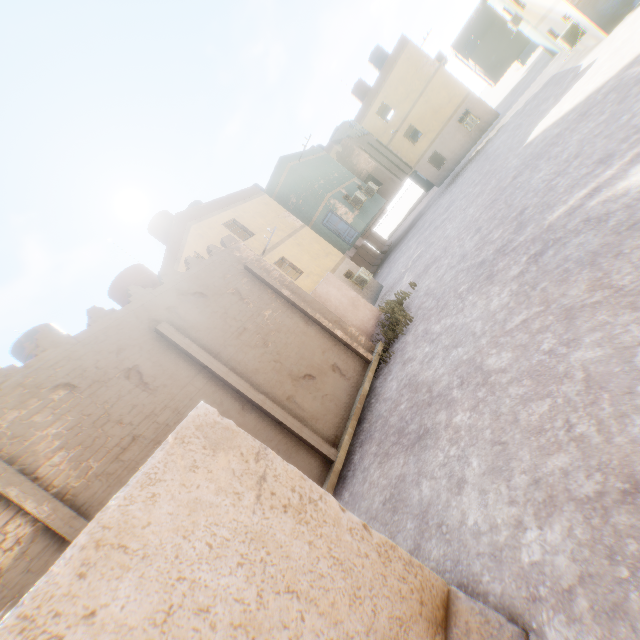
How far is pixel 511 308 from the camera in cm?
629

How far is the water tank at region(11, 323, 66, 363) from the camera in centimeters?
1109cm

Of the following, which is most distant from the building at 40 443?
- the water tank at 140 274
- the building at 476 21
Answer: the water tank at 140 274

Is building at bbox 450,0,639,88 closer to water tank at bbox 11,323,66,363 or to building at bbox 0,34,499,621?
building at bbox 0,34,499,621

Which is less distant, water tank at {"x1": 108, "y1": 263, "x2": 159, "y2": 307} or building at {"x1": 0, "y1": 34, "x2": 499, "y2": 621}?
building at {"x1": 0, "y1": 34, "x2": 499, "y2": 621}

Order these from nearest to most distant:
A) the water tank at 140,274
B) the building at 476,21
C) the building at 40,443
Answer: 1. the building at 40,443
2. the water tank at 140,274
3. the building at 476,21

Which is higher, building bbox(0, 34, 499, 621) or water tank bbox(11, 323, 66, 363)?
water tank bbox(11, 323, 66, 363)

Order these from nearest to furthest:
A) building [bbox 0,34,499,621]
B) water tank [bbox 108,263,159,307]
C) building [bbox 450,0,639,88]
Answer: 1. building [bbox 0,34,499,621]
2. water tank [bbox 108,263,159,307]
3. building [bbox 450,0,639,88]
